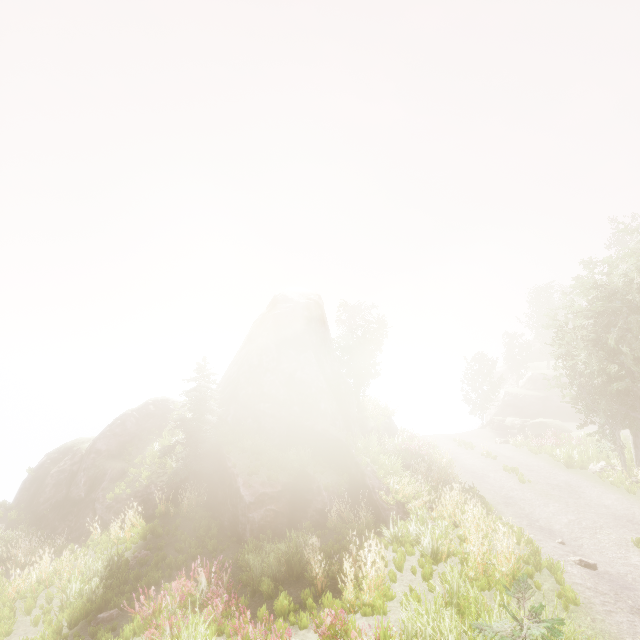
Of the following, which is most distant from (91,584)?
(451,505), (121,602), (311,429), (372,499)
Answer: (451,505)

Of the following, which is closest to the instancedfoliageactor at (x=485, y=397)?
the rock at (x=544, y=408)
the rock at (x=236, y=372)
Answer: the rock at (x=236, y=372)

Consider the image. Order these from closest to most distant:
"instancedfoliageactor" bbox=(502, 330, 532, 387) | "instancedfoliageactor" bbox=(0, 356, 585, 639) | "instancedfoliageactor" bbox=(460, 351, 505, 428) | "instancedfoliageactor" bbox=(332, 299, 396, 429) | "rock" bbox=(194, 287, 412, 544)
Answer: Result:
"instancedfoliageactor" bbox=(0, 356, 585, 639)
"rock" bbox=(194, 287, 412, 544)
"instancedfoliageactor" bbox=(332, 299, 396, 429)
"instancedfoliageactor" bbox=(460, 351, 505, 428)
"instancedfoliageactor" bbox=(502, 330, 532, 387)

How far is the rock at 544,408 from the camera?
31.19m

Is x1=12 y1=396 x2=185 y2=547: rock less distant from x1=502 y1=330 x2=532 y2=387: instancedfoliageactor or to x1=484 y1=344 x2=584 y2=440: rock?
x1=502 y1=330 x2=532 y2=387: instancedfoliageactor

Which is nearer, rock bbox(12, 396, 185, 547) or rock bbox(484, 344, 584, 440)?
rock bbox(12, 396, 185, 547)

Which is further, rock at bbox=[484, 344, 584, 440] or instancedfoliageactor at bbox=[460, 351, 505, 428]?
instancedfoliageactor at bbox=[460, 351, 505, 428]
